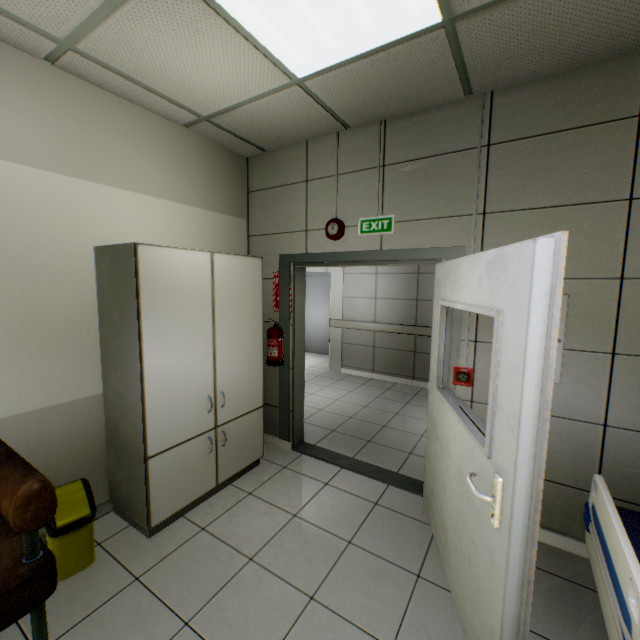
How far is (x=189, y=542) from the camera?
2.3 meters

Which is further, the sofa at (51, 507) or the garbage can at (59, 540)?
the garbage can at (59, 540)

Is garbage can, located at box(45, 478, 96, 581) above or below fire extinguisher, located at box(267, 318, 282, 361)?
below

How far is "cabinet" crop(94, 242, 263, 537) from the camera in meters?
2.2 m

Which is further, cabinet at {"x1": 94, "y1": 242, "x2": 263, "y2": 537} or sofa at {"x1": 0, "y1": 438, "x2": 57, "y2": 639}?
cabinet at {"x1": 94, "y1": 242, "x2": 263, "y2": 537}

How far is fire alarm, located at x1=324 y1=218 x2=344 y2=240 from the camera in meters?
3.0 m

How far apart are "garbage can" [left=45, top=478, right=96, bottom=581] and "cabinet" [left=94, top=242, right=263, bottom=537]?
0.33m

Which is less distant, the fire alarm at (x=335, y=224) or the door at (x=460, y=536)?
the door at (x=460, y=536)
